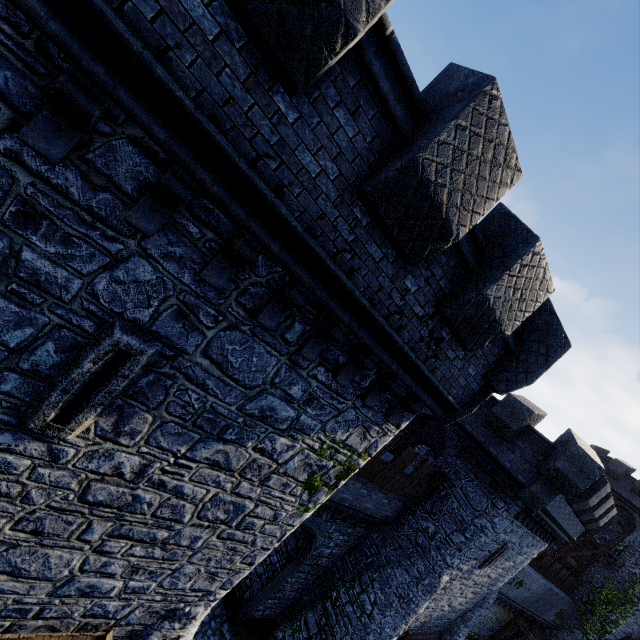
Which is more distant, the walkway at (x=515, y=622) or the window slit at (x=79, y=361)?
the walkway at (x=515, y=622)

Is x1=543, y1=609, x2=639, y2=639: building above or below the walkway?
above

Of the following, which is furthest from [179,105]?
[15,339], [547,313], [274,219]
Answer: [547,313]

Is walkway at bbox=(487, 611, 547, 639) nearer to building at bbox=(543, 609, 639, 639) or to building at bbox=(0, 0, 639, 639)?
building at bbox=(543, 609, 639, 639)

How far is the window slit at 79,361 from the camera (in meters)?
4.02

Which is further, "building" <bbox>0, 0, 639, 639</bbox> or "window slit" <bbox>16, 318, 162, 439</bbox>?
"window slit" <bbox>16, 318, 162, 439</bbox>

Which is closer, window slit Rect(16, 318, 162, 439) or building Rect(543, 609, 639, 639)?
window slit Rect(16, 318, 162, 439)

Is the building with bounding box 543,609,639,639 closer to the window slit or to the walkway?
the walkway
